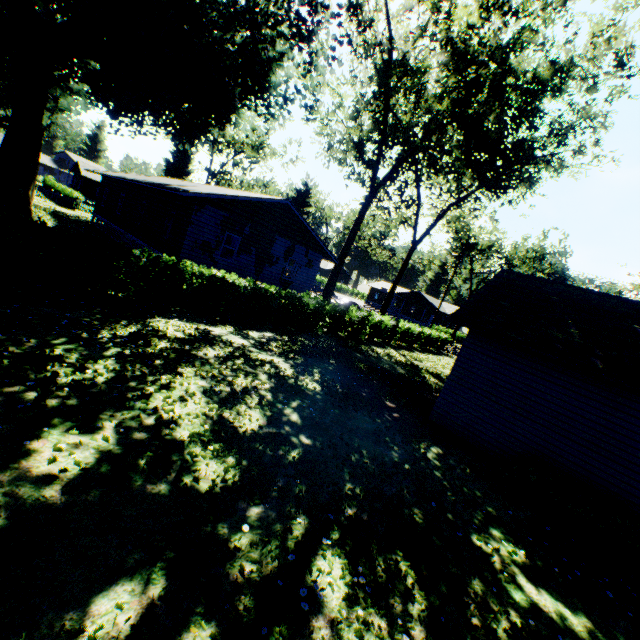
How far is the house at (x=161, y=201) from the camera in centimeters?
1723cm

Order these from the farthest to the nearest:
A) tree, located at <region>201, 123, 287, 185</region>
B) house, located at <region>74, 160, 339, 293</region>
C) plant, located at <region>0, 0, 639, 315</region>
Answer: tree, located at <region>201, 123, 287, 185</region> < house, located at <region>74, 160, 339, 293</region> < plant, located at <region>0, 0, 639, 315</region>

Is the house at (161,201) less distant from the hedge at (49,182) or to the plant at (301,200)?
the plant at (301,200)

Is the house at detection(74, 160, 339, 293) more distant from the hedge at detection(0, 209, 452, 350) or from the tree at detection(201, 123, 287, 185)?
the tree at detection(201, 123, 287, 185)

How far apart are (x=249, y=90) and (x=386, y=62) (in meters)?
7.73

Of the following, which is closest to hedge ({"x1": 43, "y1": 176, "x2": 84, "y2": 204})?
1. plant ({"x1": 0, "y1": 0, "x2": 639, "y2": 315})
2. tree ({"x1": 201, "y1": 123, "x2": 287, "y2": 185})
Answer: tree ({"x1": 201, "y1": 123, "x2": 287, "y2": 185})

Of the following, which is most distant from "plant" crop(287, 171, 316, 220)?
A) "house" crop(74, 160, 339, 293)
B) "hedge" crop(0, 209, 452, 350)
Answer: "house" crop(74, 160, 339, 293)

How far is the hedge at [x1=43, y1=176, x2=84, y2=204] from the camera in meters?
36.1
